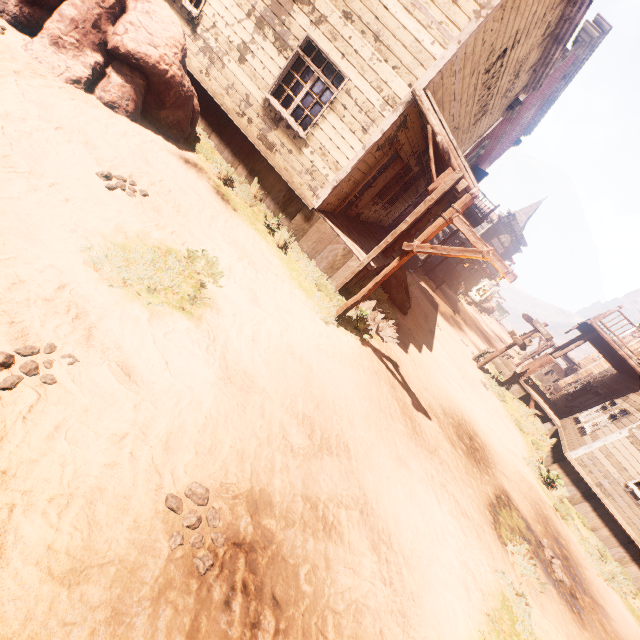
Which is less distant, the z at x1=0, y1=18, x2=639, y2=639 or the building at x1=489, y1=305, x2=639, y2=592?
the z at x1=0, y1=18, x2=639, y2=639

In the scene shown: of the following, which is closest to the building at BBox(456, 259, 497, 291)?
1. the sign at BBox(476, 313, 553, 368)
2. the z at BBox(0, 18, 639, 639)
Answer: the z at BBox(0, 18, 639, 639)

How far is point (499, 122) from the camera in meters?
15.3 m

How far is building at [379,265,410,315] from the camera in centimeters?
1120cm

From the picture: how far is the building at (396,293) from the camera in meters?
11.2

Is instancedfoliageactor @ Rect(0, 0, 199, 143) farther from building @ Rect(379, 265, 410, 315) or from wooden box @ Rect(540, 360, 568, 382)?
wooden box @ Rect(540, 360, 568, 382)

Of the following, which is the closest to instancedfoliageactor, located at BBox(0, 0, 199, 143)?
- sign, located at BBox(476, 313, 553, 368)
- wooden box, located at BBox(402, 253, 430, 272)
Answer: wooden box, located at BBox(402, 253, 430, 272)

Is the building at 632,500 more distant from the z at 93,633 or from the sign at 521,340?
the sign at 521,340
